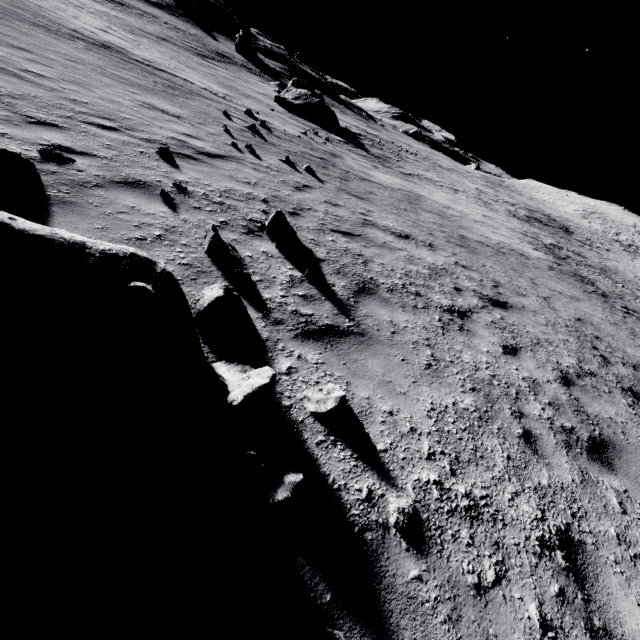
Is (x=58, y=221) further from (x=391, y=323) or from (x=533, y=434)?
(x=533, y=434)

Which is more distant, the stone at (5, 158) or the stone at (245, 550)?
the stone at (5, 158)

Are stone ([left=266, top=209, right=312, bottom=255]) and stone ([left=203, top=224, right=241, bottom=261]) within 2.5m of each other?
yes

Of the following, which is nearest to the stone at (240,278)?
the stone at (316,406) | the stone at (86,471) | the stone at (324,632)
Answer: the stone at (86,471)

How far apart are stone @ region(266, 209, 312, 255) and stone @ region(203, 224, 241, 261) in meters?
0.9

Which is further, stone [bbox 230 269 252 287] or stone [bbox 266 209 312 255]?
stone [bbox 266 209 312 255]

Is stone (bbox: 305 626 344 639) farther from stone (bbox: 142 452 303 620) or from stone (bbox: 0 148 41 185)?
stone (bbox: 0 148 41 185)

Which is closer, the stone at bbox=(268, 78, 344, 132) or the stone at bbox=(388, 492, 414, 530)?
the stone at bbox=(388, 492, 414, 530)
